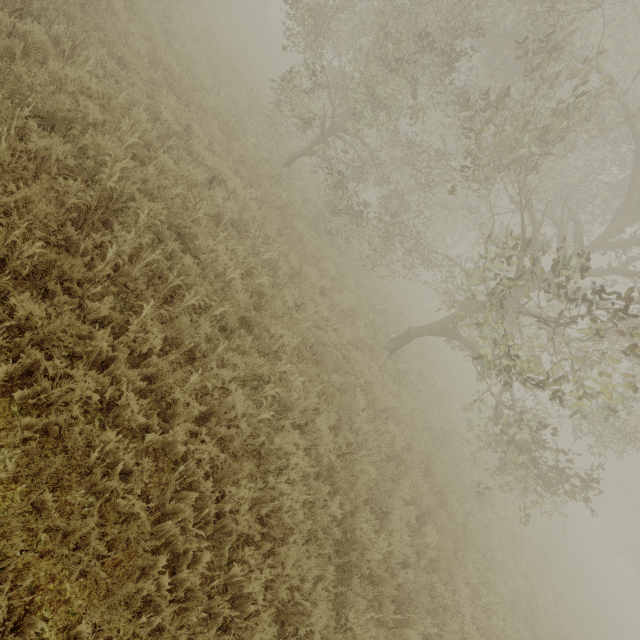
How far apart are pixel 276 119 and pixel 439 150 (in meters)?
6.87
